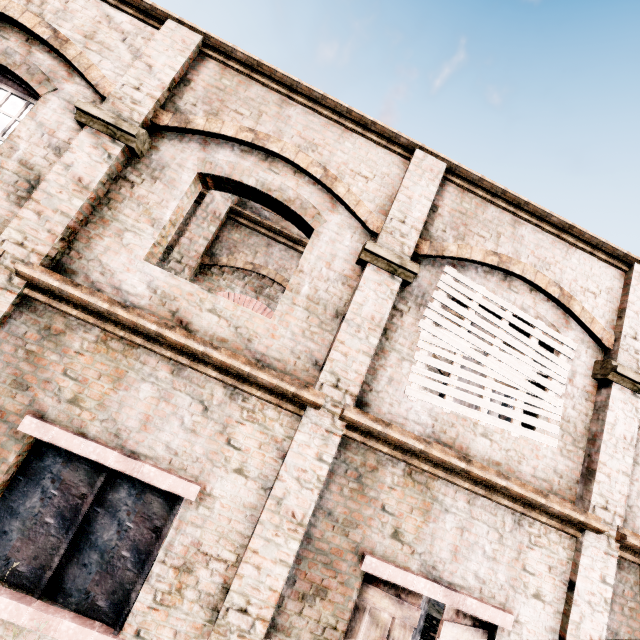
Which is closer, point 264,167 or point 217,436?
point 217,436
